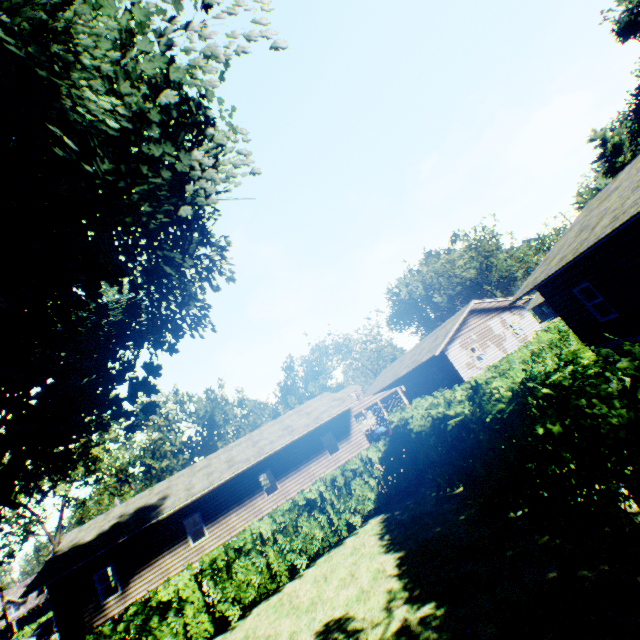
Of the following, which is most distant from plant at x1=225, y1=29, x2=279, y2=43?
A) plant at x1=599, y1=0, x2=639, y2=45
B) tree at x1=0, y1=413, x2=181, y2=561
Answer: tree at x1=0, y1=413, x2=181, y2=561

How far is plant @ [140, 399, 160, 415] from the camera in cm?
1308

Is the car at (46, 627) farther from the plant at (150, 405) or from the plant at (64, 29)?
the plant at (64, 29)

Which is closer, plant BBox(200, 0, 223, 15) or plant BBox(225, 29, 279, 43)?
plant BBox(225, 29, 279, 43)

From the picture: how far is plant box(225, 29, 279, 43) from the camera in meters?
8.3 m

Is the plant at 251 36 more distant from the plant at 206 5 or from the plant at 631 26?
the plant at 631 26

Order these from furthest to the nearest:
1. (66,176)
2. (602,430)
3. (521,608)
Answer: (66,176) → (521,608) → (602,430)

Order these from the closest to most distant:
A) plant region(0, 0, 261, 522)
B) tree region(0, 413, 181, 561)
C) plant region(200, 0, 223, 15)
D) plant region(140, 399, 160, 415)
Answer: plant region(0, 0, 261, 522) → plant region(200, 0, 223, 15) → plant region(140, 399, 160, 415) → tree region(0, 413, 181, 561)
